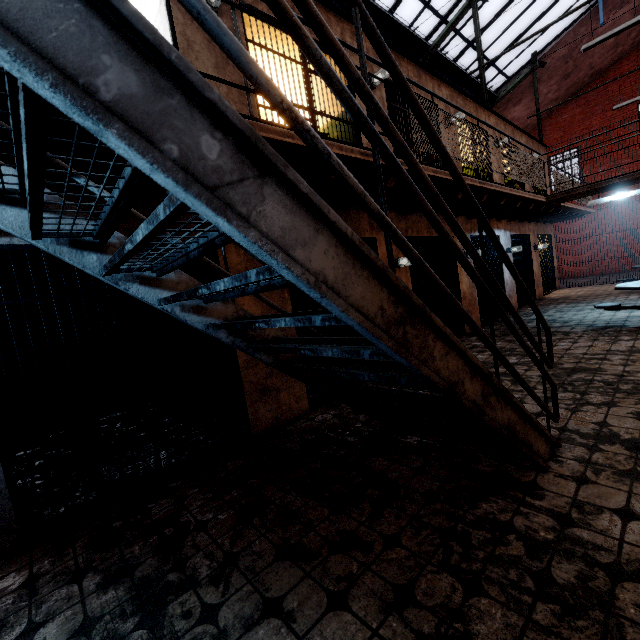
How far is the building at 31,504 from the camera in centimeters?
275cm

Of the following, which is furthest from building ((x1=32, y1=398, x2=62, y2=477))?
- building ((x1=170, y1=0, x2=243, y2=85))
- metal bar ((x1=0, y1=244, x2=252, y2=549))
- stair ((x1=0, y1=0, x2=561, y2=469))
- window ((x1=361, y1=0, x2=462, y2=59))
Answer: window ((x1=361, y1=0, x2=462, y2=59))

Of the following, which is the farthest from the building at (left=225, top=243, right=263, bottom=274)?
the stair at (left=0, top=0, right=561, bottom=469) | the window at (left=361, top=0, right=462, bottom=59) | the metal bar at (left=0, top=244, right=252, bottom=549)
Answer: the window at (left=361, top=0, right=462, bottom=59)

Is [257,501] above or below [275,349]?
below

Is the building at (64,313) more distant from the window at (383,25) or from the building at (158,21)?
the window at (383,25)

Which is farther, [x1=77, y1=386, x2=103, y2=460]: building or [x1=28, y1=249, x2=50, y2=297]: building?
[x1=28, y1=249, x2=50, y2=297]: building

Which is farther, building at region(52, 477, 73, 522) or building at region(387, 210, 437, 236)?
building at region(387, 210, 437, 236)
